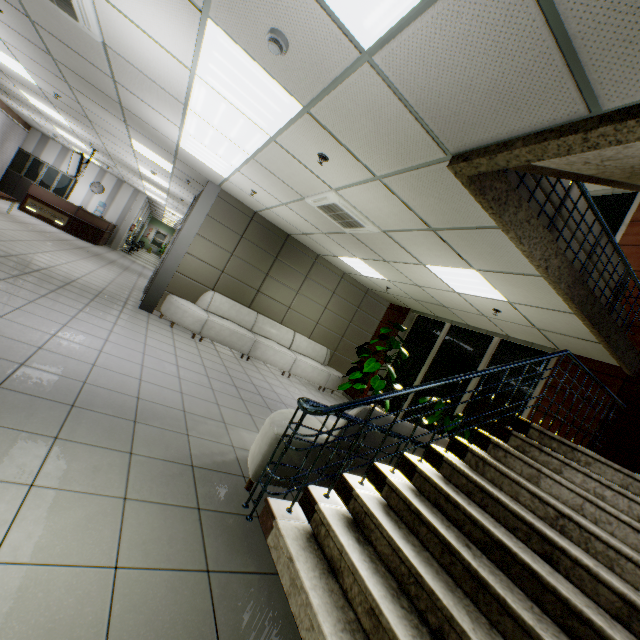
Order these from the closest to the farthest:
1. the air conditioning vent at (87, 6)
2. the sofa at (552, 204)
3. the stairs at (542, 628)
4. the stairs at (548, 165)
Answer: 1. the stairs at (542, 628)
2. the stairs at (548, 165)
3. the air conditioning vent at (87, 6)
4. the sofa at (552, 204)

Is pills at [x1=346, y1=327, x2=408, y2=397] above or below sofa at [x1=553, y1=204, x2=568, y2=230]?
below

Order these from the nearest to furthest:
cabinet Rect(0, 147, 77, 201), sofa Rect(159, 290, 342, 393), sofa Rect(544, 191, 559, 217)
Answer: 1. sofa Rect(544, 191, 559, 217)
2. sofa Rect(159, 290, 342, 393)
3. cabinet Rect(0, 147, 77, 201)

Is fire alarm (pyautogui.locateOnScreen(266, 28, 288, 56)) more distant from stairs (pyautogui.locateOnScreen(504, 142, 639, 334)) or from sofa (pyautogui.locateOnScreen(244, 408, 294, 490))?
sofa (pyautogui.locateOnScreen(244, 408, 294, 490))

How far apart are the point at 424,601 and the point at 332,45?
3.6m

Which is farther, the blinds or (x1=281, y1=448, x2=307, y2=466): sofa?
the blinds

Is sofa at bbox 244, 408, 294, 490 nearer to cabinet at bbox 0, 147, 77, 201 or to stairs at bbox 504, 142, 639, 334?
stairs at bbox 504, 142, 639, 334

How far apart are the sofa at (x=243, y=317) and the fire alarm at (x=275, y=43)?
5.44m
